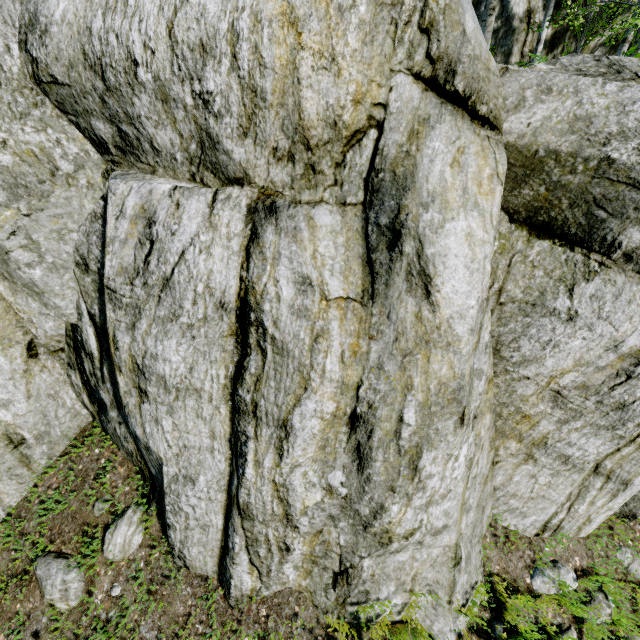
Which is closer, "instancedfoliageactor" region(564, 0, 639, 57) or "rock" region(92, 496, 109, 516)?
"rock" region(92, 496, 109, 516)

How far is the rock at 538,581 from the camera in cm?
Answer: 352

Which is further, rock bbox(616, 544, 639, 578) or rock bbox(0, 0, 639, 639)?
rock bbox(616, 544, 639, 578)

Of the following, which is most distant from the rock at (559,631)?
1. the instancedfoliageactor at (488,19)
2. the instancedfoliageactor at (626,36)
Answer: the instancedfoliageactor at (488,19)

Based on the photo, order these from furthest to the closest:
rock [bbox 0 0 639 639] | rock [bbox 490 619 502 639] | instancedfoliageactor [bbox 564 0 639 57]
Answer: instancedfoliageactor [bbox 564 0 639 57] < rock [bbox 490 619 502 639] < rock [bbox 0 0 639 639]

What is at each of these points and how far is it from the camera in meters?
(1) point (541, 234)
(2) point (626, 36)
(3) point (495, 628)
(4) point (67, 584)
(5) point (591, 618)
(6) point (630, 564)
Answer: (1) rock, 2.6 m
(2) instancedfoliageactor, 10.0 m
(3) rock, 3.4 m
(4) rock, 3.5 m
(5) rock, 3.5 m
(6) rock, 3.8 m

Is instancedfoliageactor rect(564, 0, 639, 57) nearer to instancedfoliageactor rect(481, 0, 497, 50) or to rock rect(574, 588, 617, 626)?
rock rect(574, 588, 617, 626)
